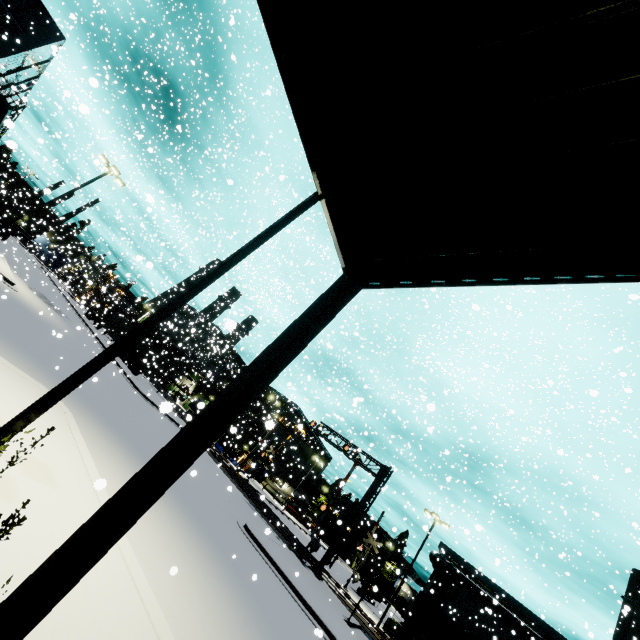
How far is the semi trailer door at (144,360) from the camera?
35.6 meters

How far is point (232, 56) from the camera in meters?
9.6 m

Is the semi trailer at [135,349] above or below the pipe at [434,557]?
below

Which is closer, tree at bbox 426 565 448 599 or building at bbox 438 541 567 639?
building at bbox 438 541 567 639

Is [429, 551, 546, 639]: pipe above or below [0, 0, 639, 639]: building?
above

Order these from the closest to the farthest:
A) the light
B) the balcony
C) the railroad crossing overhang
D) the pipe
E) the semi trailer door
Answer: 1. the light
2. the balcony
3. the railroad crossing overhang
4. the pipe
5. the semi trailer door

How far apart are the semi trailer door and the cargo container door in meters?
35.2 m

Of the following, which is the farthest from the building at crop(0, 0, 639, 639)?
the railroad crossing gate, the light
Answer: the light
